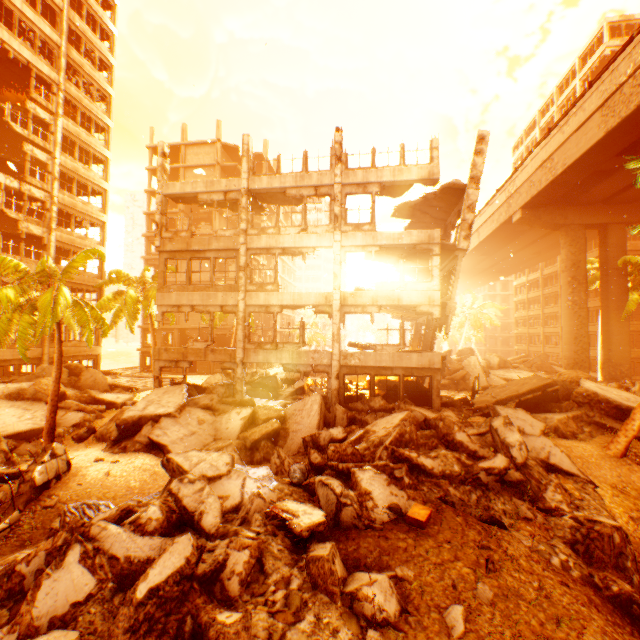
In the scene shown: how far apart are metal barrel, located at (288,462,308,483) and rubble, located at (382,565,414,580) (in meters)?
3.46

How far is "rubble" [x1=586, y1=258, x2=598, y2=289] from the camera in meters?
30.4

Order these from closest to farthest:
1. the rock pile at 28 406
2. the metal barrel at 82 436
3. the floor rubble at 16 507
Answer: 1. the floor rubble at 16 507
2. the rock pile at 28 406
3. the metal barrel at 82 436

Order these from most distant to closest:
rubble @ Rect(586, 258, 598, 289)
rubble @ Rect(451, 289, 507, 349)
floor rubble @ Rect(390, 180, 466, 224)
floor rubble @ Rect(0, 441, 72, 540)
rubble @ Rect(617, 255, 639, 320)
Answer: rubble @ Rect(451, 289, 507, 349), rubble @ Rect(586, 258, 598, 289), rubble @ Rect(617, 255, 639, 320), floor rubble @ Rect(390, 180, 466, 224), floor rubble @ Rect(0, 441, 72, 540)

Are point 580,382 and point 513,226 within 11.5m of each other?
no

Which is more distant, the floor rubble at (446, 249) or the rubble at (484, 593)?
the floor rubble at (446, 249)

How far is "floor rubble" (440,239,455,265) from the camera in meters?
15.9 m

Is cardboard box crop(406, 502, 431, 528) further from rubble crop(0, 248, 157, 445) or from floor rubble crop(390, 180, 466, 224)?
floor rubble crop(390, 180, 466, 224)
